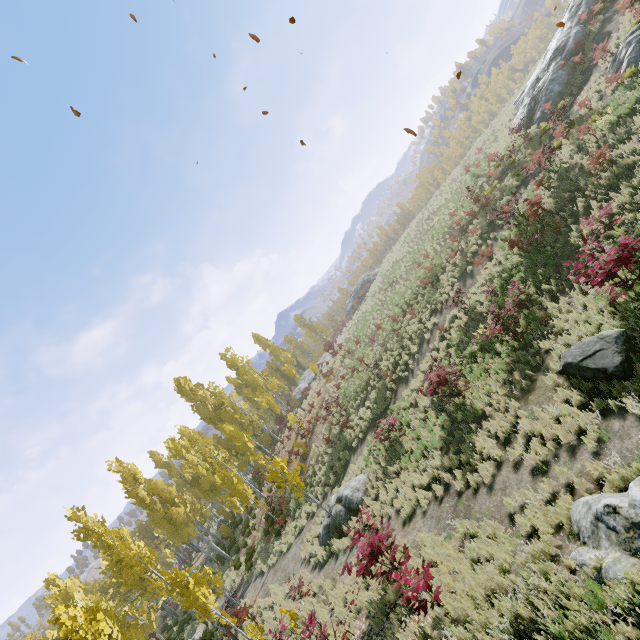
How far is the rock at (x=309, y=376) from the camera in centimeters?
3714cm

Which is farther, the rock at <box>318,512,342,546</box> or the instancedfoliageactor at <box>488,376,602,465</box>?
the rock at <box>318,512,342,546</box>

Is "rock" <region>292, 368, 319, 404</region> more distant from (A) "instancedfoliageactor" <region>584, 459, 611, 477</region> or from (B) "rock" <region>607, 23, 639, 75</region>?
(B) "rock" <region>607, 23, 639, 75</region>

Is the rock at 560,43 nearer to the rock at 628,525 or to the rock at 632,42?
the rock at 632,42

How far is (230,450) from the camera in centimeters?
4256cm

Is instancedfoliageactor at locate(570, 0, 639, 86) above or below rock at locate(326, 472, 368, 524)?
above

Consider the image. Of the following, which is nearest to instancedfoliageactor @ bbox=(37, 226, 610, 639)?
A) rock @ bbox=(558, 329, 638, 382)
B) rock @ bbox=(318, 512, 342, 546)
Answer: rock @ bbox=(318, 512, 342, 546)
